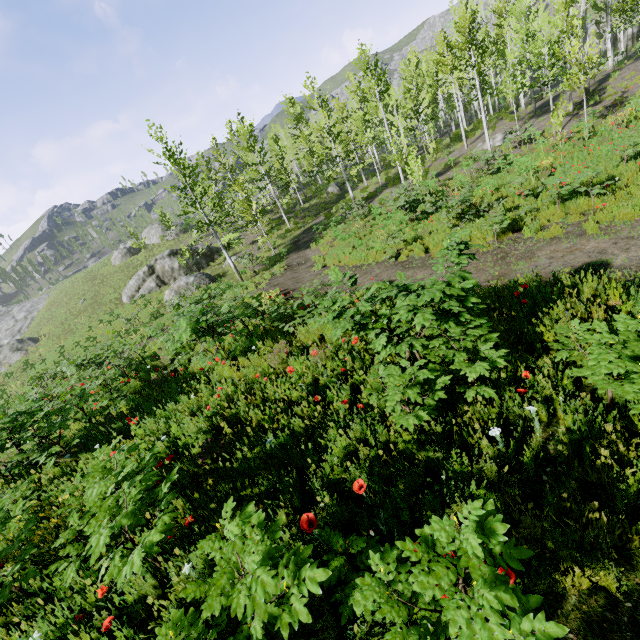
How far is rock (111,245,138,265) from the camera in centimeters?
4478cm

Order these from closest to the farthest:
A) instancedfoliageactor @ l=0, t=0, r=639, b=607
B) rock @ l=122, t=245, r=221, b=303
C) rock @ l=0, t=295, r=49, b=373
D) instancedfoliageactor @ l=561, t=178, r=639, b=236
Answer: instancedfoliageactor @ l=0, t=0, r=639, b=607 → instancedfoliageactor @ l=561, t=178, r=639, b=236 → rock @ l=122, t=245, r=221, b=303 → rock @ l=0, t=295, r=49, b=373

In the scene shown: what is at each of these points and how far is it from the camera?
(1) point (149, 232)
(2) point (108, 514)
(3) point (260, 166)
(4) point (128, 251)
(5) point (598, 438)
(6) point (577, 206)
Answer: (1) rock, 48.9 meters
(2) instancedfoliageactor, 2.6 meters
(3) instancedfoliageactor, 42.2 meters
(4) rock, 45.2 meters
(5) instancedfoliageactor, 2.7 meters
(6) instancedfoliageactor, 8.8 meters

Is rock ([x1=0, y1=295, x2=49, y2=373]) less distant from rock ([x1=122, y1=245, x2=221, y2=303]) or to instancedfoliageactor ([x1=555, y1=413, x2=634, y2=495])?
instancedfoliageactor ([x1=555, y1=413, x2=634, y2=495])

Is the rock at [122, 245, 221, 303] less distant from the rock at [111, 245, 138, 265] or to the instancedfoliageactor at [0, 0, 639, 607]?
the instancedfoliageactor at [0, 0, 639, 607]

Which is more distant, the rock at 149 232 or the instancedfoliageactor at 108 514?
the rock at 149 232

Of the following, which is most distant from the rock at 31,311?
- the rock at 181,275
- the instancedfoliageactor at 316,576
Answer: the instancedfoliageactor at 316,576

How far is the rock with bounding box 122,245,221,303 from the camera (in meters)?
25.94
